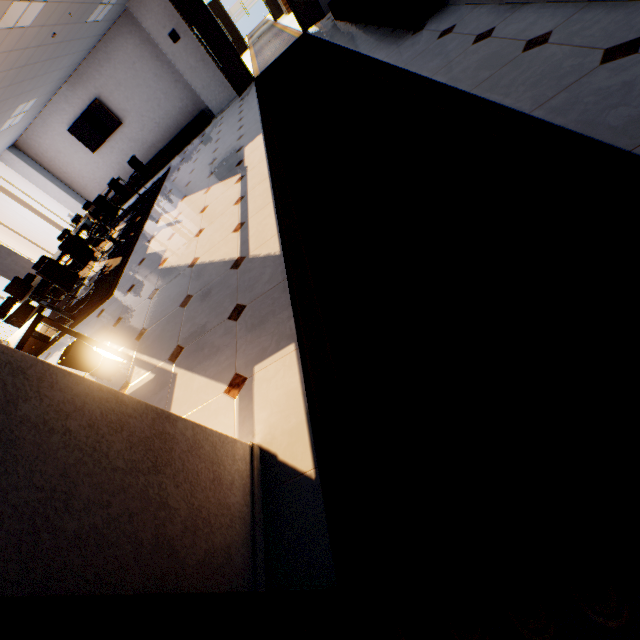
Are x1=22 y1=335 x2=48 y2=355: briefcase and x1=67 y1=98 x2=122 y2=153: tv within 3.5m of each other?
no

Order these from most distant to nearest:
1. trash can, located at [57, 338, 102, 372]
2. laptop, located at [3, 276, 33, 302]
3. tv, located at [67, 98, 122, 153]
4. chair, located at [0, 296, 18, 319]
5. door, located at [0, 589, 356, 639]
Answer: tv, located at [67, 98, 122, 153] → chair, located at [0, 296, 18, 319] → laptop, located at [3, 276, 33, 302] → trash can, located at [57, 338, 102, 372] → door, located at [0, 589, 356, 639]

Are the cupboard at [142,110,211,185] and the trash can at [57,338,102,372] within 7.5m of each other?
no

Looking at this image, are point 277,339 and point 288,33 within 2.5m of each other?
no

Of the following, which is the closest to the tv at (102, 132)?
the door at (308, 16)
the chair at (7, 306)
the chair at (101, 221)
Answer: the door at (308, 16)

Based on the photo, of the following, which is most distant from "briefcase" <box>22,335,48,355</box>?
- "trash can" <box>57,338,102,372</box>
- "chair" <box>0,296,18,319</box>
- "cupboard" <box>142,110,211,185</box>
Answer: "cupboard" <box>142,110,211,185</box>

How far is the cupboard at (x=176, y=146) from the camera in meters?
9.9

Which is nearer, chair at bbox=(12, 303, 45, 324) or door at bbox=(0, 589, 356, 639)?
door at bbox=(0, 589, 356, 639)
